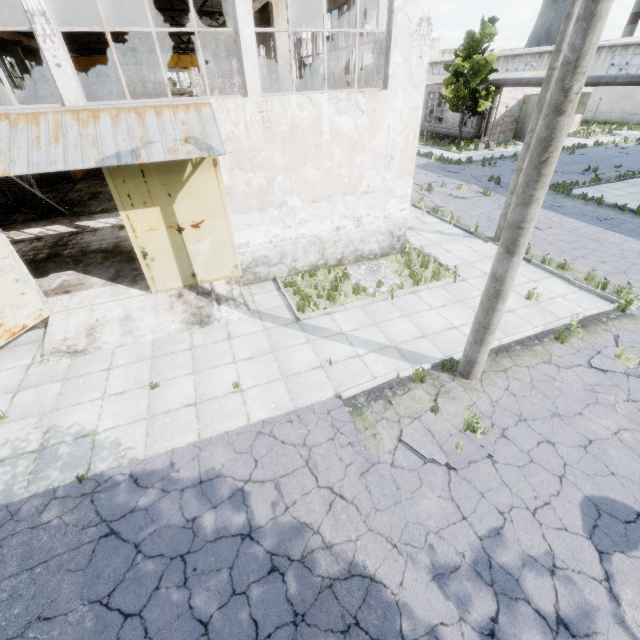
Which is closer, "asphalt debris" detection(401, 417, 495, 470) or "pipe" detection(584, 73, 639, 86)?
A: "asphalt debris" detection(401, 417, 495, 470)

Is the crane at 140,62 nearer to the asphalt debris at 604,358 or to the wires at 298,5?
the wires at 298,5

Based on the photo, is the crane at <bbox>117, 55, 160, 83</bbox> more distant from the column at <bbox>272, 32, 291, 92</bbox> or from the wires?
the column at <bbox>272, 32, 291, 92</bbox>

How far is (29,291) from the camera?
8.78m

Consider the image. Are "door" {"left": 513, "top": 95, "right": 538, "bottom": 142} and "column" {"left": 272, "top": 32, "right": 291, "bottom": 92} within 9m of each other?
no

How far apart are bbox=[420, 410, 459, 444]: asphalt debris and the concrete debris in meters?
4.1 m

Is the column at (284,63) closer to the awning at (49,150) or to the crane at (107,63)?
the awning at (49,150)

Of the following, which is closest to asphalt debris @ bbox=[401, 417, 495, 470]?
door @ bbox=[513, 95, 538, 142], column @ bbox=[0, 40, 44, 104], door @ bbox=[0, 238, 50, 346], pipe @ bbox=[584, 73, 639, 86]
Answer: door @ bbox=[0, 238, 50, 346]
